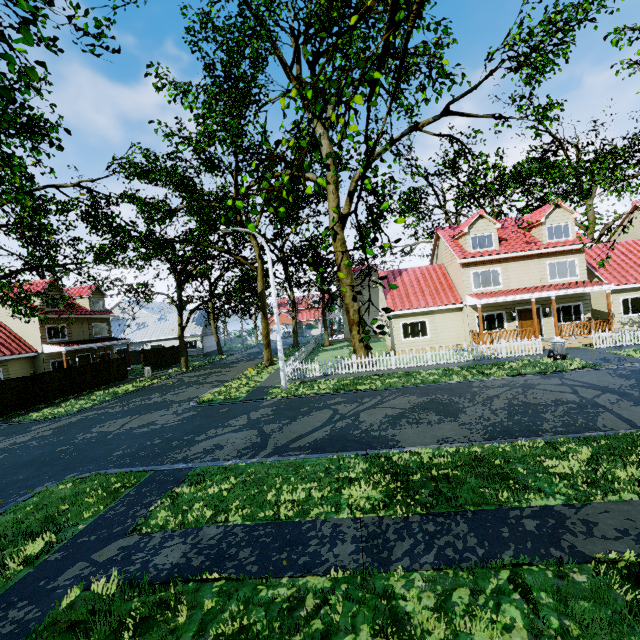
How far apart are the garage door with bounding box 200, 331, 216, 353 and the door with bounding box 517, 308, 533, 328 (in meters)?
37.07

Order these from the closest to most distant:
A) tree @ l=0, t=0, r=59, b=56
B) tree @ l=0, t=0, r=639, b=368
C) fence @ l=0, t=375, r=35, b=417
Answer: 1. tree @ l=0, t=0, r=59, b=56
2. tree @ l=0, t=0, r=639, b=368
3. fence @ l=0, t=375, r=35, b=417

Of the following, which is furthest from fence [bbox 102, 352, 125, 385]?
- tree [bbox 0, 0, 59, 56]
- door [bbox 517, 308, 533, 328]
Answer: door [bbox 517, 308, 533, 328]

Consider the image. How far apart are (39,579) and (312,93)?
9.3 meters

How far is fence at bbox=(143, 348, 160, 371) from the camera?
32.1m

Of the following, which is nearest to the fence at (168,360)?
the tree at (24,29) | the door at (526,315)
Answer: the tree at (24,29)

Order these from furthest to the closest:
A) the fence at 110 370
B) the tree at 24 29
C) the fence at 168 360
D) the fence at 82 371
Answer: the fence at 168 360
the fence at 110 370
the fence at 82 371
the tree at 24 29
